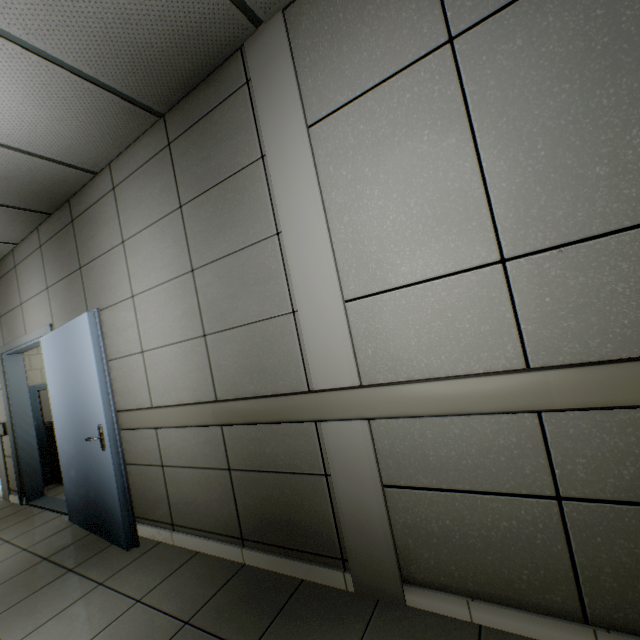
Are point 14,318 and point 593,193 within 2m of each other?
no
